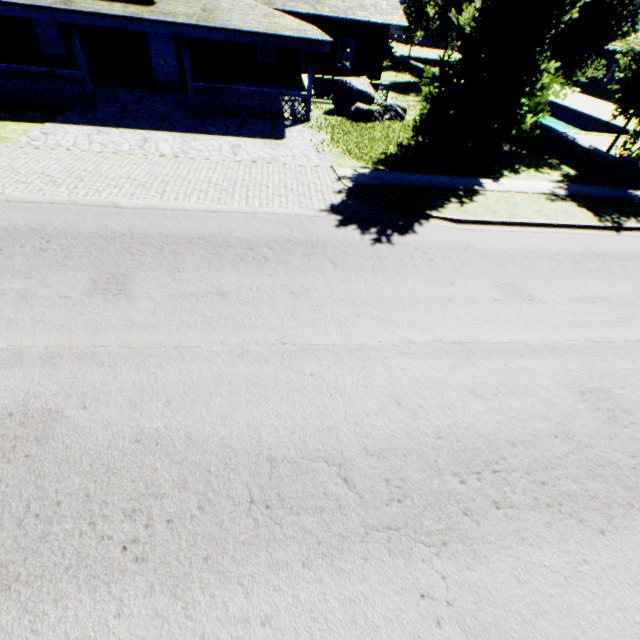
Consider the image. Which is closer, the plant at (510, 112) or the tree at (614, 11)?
the plant at (510, 112)

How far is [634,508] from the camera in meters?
3.9 m

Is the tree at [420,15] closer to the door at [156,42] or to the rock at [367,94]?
the rock at [367,94]

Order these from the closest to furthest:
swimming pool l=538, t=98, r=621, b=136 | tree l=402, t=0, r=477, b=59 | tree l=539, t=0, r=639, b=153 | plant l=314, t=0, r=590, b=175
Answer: plant l=314, t=0, r=590, b=175, tree l=539, t=0, r=639, b=153, swimming pool l=538, t=98, r=621, b=136, tree l=402, t=0, r=477, b=59

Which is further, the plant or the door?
the door

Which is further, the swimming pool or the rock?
the swimming pool

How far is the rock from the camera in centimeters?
1548cm

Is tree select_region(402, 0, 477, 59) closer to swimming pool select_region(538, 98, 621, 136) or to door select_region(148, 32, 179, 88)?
→ swimming pool select_region(538, 98, 621, 136)
